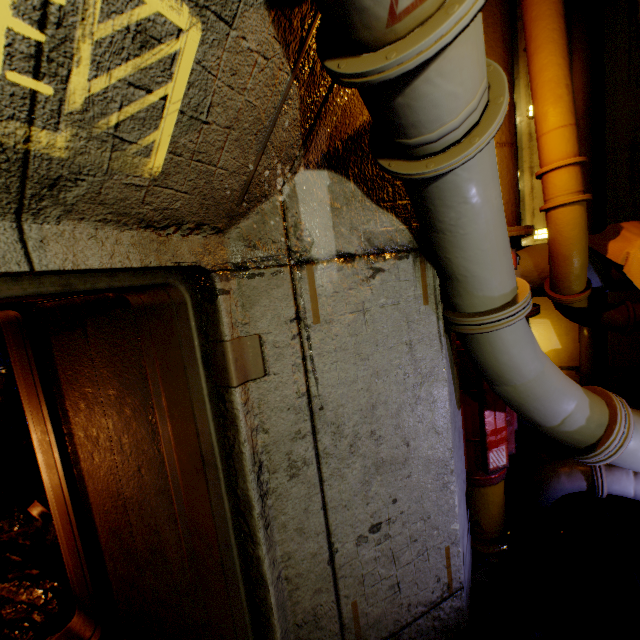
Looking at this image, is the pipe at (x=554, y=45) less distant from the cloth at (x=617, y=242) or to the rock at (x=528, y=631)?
the cloth at (x=617, y=242)

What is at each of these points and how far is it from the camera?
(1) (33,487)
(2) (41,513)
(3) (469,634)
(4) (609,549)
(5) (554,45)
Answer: (1) rock, 4.0 meters
(2) trolley, 3.3 meters
(3) rock, 2.0 meters
(4) cable, 2.4 meters
(5) pipe, 2.3 meters

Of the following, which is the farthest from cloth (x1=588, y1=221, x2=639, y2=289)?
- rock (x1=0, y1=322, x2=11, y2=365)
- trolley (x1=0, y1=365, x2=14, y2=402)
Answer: trolley (x1=0, y1=365, x2=14, y2=402)

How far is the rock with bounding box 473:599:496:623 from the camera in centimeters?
211cm

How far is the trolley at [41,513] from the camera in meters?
3.3 m

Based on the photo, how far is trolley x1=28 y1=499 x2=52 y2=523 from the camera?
3.3m

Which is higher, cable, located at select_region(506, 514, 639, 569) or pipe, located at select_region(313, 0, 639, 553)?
pipe, located at select_region(313, 0, 639, 553)

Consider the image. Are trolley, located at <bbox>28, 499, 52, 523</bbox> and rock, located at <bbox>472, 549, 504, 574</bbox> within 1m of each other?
no
